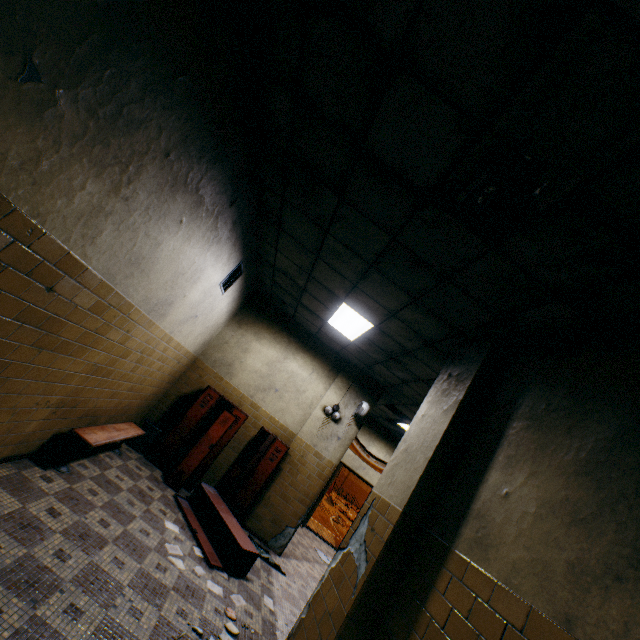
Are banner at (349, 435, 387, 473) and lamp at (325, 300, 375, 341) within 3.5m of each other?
no

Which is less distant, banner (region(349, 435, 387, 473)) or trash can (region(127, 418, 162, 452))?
trash can (region(127, 418, 162, 452))

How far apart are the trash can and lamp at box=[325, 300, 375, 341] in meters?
3.8

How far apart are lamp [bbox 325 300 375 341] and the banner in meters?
5.5

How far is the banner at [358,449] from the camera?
10.7m

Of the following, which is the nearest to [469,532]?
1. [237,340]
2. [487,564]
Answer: [487,564]

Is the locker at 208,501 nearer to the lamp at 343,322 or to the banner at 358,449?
the lamp at 343,322

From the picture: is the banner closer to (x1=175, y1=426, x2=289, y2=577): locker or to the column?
(x1=175, y1=426, x2=289, y2=577): locker
